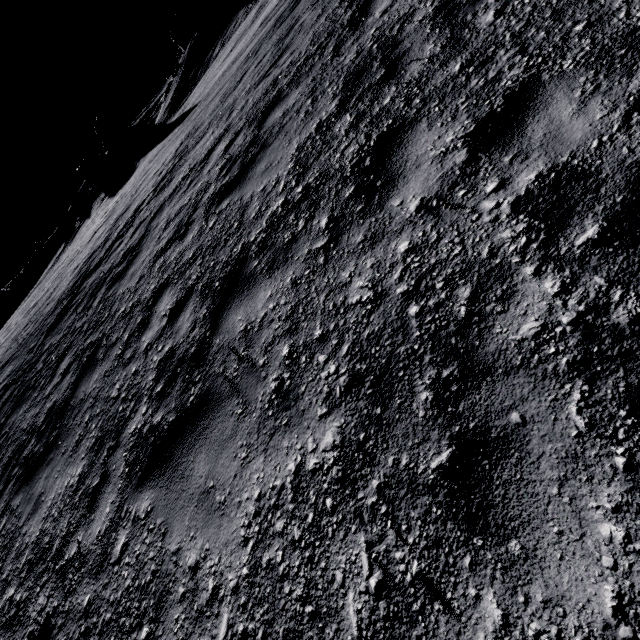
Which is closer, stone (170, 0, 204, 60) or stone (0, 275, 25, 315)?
stone (170, 0, 204, 60)

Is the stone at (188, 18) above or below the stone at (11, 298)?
above

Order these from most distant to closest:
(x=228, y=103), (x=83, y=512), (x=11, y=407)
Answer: (x=228, y=103) < (x=11, y=407) < (x=83, y=512)

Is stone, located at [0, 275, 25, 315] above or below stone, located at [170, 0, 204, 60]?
below

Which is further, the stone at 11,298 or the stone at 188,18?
the stone at 11,298
